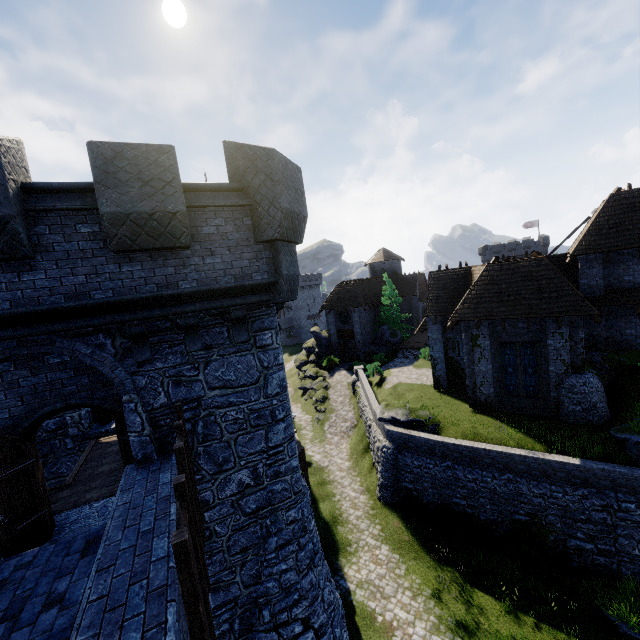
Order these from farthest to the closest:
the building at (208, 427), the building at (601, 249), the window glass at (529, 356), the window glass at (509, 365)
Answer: the window glass at (509, 365)
the window glass at (529, 356)
the building at (601, 249)
the building at (208, 427)

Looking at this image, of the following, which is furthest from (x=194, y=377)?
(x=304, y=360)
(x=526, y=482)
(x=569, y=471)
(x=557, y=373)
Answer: (x=304, y=360)

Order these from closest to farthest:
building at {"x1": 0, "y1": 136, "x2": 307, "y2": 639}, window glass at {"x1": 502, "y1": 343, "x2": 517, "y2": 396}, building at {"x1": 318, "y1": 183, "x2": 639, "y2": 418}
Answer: building at {"x1": 0, "y1": 136, "x2": 307, "y2": 639}
building at {"x1": 318, "y1": 183, "x2": 639, "y2": 418}
window glass at {"x1": 502, "y1": 343, "x2": 517, "y2": 396}

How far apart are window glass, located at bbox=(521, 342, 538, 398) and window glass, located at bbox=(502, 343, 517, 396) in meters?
0.2 m

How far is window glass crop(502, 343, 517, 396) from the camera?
19.0 meters

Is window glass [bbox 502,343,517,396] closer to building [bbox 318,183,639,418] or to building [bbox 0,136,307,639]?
building [bbox 318,183,639,418]

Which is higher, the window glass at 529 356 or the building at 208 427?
the building at 208 427
